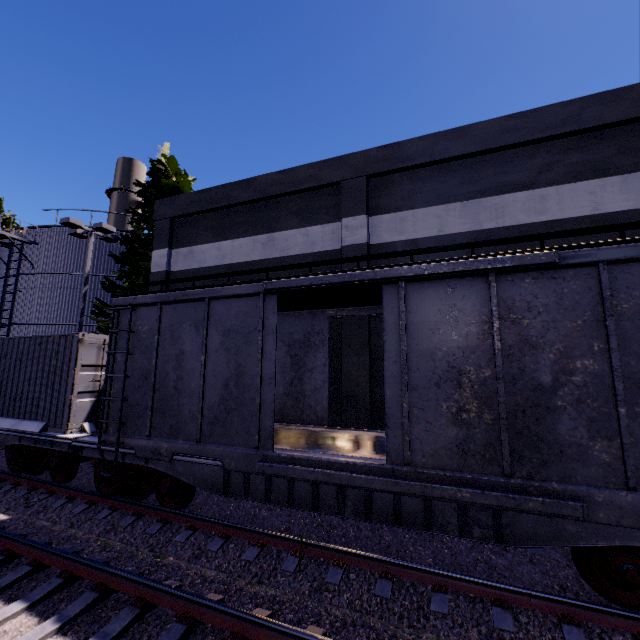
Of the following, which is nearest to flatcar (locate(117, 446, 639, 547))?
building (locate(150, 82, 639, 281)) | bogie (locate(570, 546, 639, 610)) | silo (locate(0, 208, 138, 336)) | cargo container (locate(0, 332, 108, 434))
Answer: bogie (locate(570, 546, 639, 610))

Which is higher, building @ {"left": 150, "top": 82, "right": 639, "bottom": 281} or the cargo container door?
building @ {"left": 150, "top": 82, "right": 639, "bottom": 281}

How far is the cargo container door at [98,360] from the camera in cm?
852

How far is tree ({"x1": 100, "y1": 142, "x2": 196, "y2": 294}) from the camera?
16.81m

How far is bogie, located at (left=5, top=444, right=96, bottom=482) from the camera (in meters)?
8.28

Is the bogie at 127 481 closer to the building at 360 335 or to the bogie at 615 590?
the building at 360 335

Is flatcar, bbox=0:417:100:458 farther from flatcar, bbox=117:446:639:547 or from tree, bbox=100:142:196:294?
tree, bbox=100:142:196:294

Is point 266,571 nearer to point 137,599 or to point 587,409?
point 137,599
